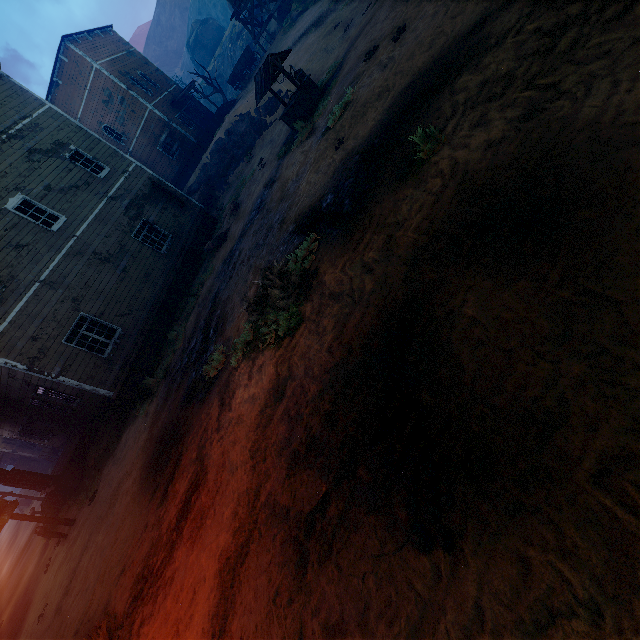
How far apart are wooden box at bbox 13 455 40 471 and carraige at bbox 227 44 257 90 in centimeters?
3993cm

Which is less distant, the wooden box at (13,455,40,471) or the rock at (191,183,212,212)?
the rock at (191,183,212,212)

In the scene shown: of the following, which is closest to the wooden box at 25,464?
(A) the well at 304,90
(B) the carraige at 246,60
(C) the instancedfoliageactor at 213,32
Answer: (A) the well at 304,90

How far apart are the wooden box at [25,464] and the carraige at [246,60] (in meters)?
39.93

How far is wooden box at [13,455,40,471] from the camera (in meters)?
29.89

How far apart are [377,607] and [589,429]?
2.04m

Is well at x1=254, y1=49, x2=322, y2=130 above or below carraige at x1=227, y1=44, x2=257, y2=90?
below

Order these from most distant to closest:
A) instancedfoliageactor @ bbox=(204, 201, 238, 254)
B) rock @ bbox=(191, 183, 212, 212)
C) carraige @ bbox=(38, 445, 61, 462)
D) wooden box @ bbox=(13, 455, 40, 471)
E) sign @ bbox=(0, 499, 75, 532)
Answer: wooden box @ bbox=(13, 455, 40, 471) < carraige @ bbox=(38, 445, 61, 462) < rock @ bbox=(191, 183, 212, 212) < instancedfoliageactor @ bbox=(204, 201, 238, 254) < sign @ bbox=(0, 499, 75, 532)
